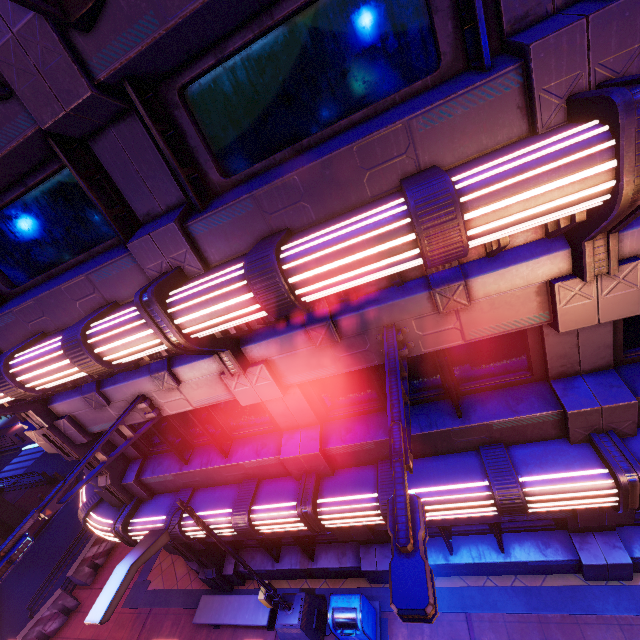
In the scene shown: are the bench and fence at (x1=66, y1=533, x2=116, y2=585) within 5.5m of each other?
no

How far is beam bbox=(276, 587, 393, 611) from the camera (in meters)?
8.26

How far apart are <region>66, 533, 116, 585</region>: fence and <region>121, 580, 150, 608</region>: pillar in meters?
2.3 m

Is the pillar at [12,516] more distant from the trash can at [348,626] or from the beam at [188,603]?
the trash can at [348,626]

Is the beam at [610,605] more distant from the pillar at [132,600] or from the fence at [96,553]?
the fence at [96,553]

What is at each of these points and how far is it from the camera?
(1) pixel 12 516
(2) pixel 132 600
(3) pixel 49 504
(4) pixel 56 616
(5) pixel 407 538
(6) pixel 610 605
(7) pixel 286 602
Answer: (1) pillar, 17.14m
(2) pillar, 11.18m
(3) street light, 4.39m
(4) fence, 11.45m
(5) street light, 2.18m
(6) beam, 6.68m
(7) street light, 8.25m

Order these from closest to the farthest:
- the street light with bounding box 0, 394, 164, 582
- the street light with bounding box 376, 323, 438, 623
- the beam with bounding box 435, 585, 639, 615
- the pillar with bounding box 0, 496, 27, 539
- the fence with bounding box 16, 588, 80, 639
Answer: the street light with bounding box 376, 323, 438, 623, the street light with bounding box 0, 394, 164, 582, the beam with bounding box 435, 585, 639, 615, the fence with bounding box 16, 588, 80, 639, the pillar with bounding box 0, 496, 27, 539

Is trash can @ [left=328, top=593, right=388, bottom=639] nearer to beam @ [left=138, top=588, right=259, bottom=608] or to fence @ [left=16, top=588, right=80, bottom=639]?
beam @ [left=138, top=588, right=259, bottom=608]
